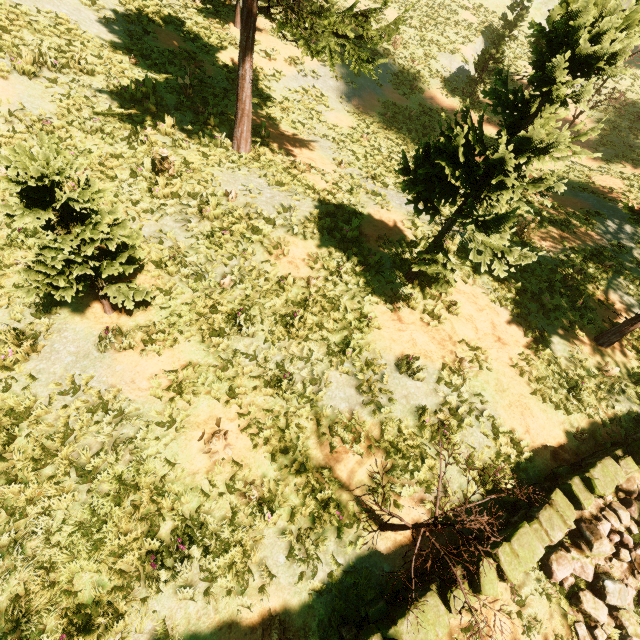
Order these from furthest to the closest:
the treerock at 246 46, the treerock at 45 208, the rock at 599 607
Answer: the treerock at 246 46 < the rock at 599 607 < the treerock at 45 208

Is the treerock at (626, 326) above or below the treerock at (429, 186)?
below

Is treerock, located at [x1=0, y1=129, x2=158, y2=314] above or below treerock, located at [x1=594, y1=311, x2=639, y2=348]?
above

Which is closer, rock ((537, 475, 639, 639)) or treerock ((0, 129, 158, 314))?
treerock ((0, 129, 158, 314))

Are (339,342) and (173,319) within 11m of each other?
yes

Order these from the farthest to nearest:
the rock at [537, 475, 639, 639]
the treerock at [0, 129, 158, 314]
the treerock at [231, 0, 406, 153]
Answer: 1. the treerock at [231, 0, 406, 153]
2. the rock at [537, 475, 639, 639]
3. the treerock at [0, 129, 158, 314]
